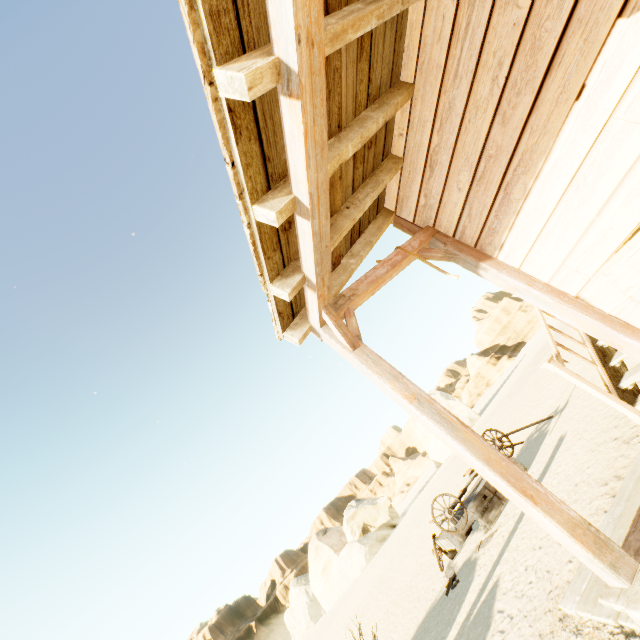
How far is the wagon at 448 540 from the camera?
6.3 meters

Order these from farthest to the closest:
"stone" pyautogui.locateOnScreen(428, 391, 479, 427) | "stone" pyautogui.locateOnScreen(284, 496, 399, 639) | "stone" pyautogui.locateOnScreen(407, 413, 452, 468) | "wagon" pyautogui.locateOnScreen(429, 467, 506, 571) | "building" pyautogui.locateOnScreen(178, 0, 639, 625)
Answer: "stone" pyautogui.locateOnScreen(428, 391, 479, 427) → "stone" pyautogui.locateOnScreen(407, 413, 452, 468) → "stone" pyautogui.locateOnScreen(284, 496, 399, 639) → "wagon" pyautogui.locateOnScreen(429, 467, 506, 571) → "building" pyautogui.locateOnScreen(178, 0, 639, 625)

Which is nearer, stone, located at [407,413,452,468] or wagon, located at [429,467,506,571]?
wagon, located at [429,467,506,571]

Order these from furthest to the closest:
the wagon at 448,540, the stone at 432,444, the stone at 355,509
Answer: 1. the stone at 432,444
2. the stone at 355,509
3. the wagon at 448,540

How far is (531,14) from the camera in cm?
219

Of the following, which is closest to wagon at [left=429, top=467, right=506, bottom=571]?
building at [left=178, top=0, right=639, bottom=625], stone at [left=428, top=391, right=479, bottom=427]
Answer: building at [left=178, top=0, right=639, bottom=625]

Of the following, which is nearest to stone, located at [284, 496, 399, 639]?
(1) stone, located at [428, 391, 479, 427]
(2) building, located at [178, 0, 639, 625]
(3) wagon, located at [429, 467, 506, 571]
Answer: (1) stone, located at [428, 391, 479, 427]
